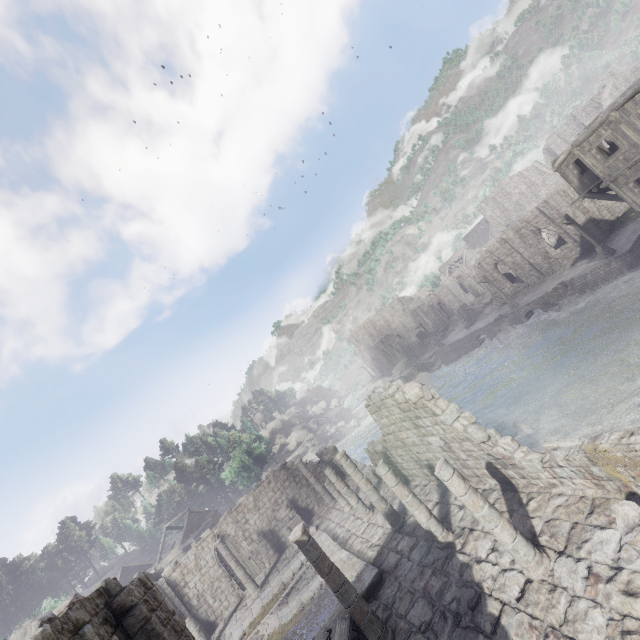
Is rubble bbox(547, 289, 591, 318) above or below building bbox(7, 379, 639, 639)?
below

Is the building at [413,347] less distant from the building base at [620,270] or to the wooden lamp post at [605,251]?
the building base at [620,270]

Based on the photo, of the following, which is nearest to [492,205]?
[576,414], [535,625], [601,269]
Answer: [601,269]

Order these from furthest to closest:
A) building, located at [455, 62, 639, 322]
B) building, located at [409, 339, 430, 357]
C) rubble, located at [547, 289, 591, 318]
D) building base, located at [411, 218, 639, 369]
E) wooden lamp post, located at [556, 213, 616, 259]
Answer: building, located at [409, 339, 430, 357] → rubble, located at [547, 289, 591, 318] → wooden lamp post, located at [556, 213, 616, 259] → building base, located at [411, 218, 639, 369] → building, located at [455, 62, 639, 322]

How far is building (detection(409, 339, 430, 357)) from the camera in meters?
58.8

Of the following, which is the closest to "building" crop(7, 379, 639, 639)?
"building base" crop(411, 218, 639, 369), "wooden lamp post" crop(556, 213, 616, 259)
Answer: "building base" crop(411, 218, 639, 369)

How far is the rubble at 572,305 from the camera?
27.3 meters

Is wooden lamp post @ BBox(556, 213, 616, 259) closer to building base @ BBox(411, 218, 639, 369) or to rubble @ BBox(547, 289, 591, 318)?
building base @ BBox(411, 218, 639, 369)
